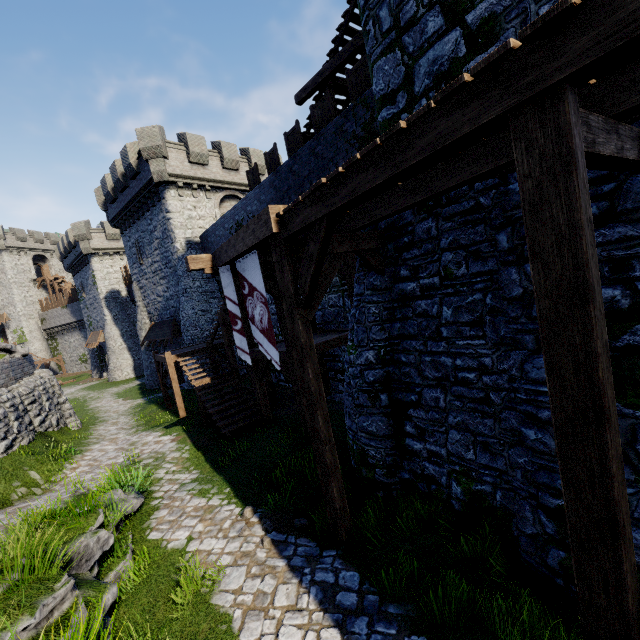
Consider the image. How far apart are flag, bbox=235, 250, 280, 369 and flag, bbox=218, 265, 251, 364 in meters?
0.2 m

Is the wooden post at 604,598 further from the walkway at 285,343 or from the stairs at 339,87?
the stairs at 339,87

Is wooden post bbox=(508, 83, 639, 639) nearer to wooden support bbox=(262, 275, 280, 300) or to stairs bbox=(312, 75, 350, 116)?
wooden support bbox=(262, 275, 280, 300)

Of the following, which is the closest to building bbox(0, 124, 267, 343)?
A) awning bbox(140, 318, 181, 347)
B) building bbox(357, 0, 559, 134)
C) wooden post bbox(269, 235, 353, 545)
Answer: awning bbox(140, 318, 181, 347)

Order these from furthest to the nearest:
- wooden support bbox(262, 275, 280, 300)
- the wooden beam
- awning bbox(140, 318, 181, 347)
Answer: →
1. awning bbox(140, 318, 181, 347)
2. the wooden beam
3. wooden support bbox(262, 275, 280, 300)

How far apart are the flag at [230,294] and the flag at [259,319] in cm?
21

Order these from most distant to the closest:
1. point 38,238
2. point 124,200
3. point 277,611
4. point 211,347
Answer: point 38,238 → point 124,200 → point 211,347 → point 277,611

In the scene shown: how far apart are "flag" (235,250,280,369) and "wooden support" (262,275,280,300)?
0.77m
